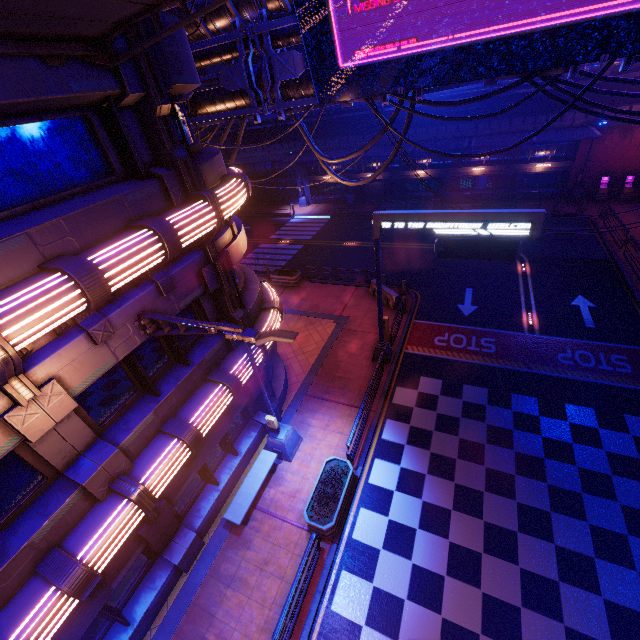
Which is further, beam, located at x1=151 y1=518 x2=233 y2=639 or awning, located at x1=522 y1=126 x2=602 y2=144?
awning, located at x1=522 y1=126 x2=602 y2=144

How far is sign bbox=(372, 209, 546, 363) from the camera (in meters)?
10.01

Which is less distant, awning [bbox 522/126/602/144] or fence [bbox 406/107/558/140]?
awning [bbox 522/126/602/144]

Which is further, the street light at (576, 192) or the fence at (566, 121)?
the street light at (576, 192)

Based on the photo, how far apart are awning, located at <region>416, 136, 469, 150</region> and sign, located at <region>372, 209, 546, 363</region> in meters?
18.7 m

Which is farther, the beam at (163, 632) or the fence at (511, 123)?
the fence at (511, 123)

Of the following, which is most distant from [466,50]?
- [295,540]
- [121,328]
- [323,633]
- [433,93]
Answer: [433,93]

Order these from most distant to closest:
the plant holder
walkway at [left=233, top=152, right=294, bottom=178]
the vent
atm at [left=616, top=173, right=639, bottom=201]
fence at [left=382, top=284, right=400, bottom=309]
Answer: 1. the vent
2. walkway at [left=233, top=152, right=294, bottom=178]
3. atm at [left=616, top=173, right=639, bottom=201]
4. fence at [left=382, top=284, right=400, bottom=309]
5. the plant holder
